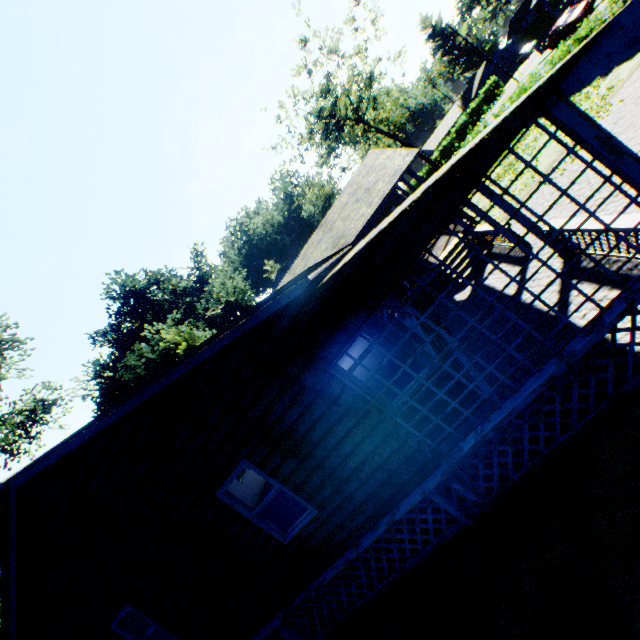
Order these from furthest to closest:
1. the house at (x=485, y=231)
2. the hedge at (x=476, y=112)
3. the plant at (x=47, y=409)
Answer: the hedge at (x=476, y=112) → the plant at (x=47, y=409) → the house at (x=485, y=231)

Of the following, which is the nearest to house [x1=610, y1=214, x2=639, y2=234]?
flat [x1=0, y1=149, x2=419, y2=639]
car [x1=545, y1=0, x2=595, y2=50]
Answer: flat [x1=0, y1=149, x2=419, y2=639]

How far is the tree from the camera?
33.62m

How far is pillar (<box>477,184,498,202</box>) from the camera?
7.41m

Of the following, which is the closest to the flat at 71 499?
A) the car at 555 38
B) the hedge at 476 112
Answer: the car at 555 38

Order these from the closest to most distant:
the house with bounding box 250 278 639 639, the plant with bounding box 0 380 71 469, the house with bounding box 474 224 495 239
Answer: the house with bounding box 250 278 639 639, the house with bounding box 474 224 495 239, the plant with bounding box 0 380 71 469

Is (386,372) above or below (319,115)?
below

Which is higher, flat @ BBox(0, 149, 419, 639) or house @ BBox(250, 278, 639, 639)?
flat @ BBox(0, 149, 419, 639)
